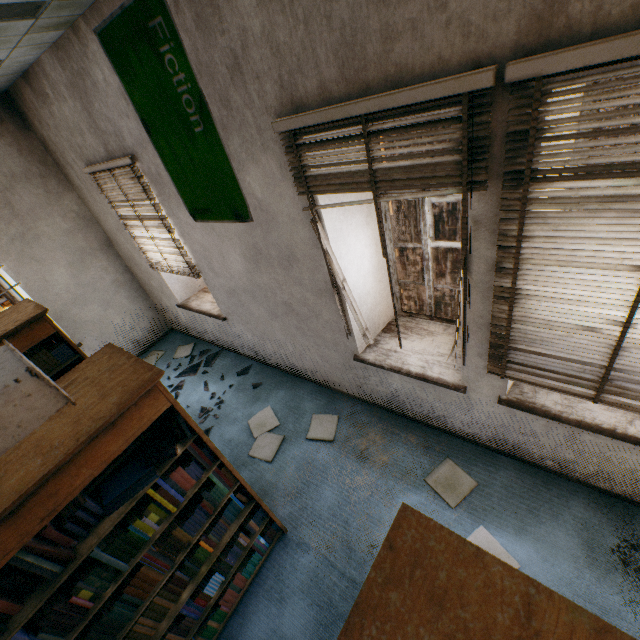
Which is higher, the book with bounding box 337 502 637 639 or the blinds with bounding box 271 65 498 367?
the blinds with bounding box 271 65 498 367

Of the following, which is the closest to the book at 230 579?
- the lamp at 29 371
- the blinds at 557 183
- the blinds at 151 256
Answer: the lamp at 29 371

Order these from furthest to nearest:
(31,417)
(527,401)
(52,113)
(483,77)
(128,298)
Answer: (128,298)
(52,113)
(527,401)
(483,77)
(31,417)

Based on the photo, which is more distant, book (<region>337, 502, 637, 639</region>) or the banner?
the banner

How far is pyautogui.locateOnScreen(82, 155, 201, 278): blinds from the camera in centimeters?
353cm

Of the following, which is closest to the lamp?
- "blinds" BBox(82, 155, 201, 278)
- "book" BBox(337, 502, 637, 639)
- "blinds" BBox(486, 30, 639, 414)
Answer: "book" BBox(337, 502, 637, 639)

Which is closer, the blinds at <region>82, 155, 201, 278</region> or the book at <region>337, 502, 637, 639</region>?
the book at <region>337, 502, 637, 639</region>

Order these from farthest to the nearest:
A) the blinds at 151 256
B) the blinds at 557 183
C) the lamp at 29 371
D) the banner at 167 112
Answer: the blinds at 151 256
the banner at 167 112
the blinds at 557 183
the lamp at 29 371
